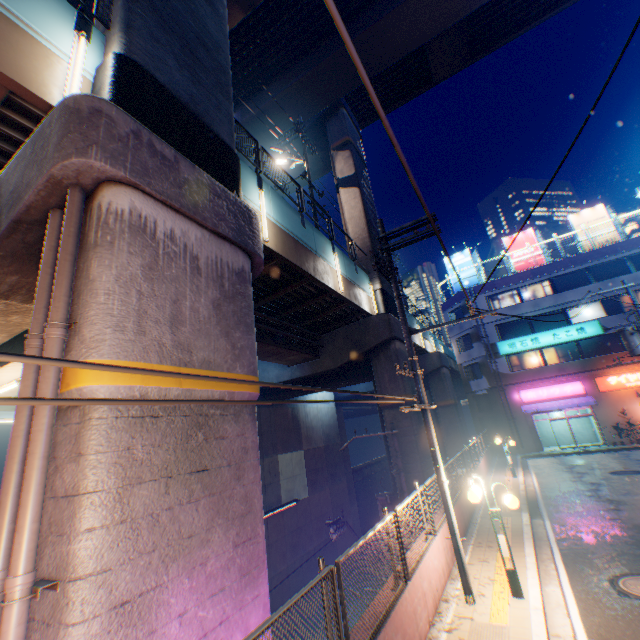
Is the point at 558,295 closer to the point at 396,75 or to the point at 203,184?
the point at 396,75

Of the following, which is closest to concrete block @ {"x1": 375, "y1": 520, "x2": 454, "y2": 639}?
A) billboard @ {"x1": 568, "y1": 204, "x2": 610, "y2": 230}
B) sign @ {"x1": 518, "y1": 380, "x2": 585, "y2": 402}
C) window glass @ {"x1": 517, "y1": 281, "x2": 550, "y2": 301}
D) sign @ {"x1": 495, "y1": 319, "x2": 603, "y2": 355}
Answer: sign @ {"x1": 518, "y1": 380, "x2": 585, "y2": 402}

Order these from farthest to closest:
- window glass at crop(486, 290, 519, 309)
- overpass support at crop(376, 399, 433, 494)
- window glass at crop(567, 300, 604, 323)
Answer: window glass at crop(486, 290, 519, 309)
window glass at crop(567, 300, 604, 323)
overpass support at crop(376, 399, 433, 494)

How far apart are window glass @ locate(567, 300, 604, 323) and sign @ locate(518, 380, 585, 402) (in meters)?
4.83

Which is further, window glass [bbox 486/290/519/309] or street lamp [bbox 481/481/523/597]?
window glass [bbox 486/290/519/309]

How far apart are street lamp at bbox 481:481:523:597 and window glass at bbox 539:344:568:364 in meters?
25.7

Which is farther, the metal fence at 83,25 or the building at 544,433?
the building at 544,433

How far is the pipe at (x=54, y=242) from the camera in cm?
404
